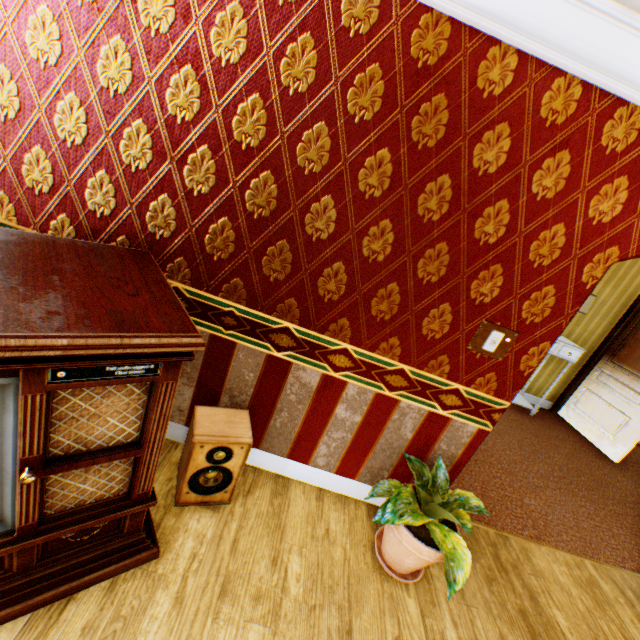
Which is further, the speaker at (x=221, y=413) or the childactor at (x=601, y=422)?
the childactor at (x=601, y=422)

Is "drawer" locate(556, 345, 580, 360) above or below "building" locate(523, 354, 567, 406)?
above

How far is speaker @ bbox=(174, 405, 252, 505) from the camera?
1.9m

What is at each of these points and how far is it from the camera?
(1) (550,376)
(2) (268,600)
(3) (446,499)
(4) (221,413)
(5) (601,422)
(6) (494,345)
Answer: (1) building, 5.8m
(2) building, 1.8m
(3) plant, 2.1m
(4) speaker, 2.1m
(5) childactor, 5.3m
(6) light switch, 2.0m

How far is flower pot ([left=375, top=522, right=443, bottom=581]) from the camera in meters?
2.0

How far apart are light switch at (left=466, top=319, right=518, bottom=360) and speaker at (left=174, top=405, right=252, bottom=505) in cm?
154

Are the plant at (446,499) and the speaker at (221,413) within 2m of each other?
yes

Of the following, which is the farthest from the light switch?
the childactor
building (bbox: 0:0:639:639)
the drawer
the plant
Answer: the childactor
